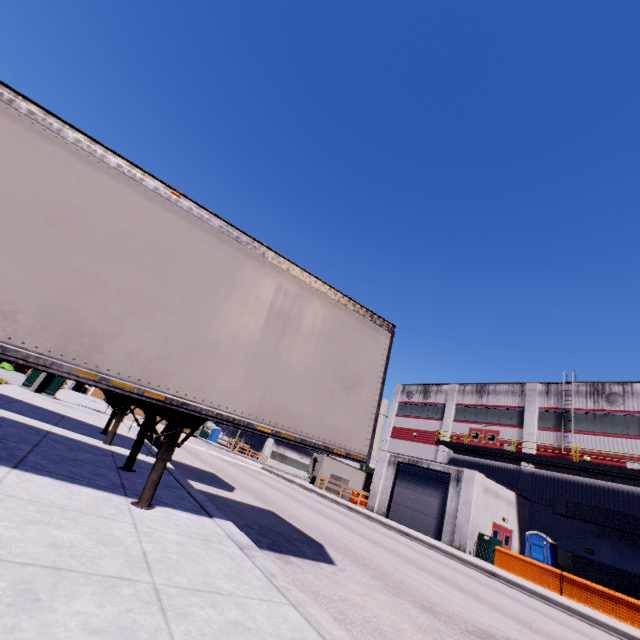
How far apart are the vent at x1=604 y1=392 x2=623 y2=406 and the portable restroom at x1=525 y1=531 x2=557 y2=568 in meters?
10.6

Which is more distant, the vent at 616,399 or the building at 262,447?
the building at 262,447

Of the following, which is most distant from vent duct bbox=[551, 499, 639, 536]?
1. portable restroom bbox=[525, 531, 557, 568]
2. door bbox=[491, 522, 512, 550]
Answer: portable restroom bbox=[525, 531, 557, 568]

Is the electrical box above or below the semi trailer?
below

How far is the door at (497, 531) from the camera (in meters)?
22.14

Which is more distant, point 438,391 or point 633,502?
point 438,391

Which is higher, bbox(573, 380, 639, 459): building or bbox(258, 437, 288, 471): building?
bbox(573, 380, 639, 459): building

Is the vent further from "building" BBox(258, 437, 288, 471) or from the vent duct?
the vent duct
